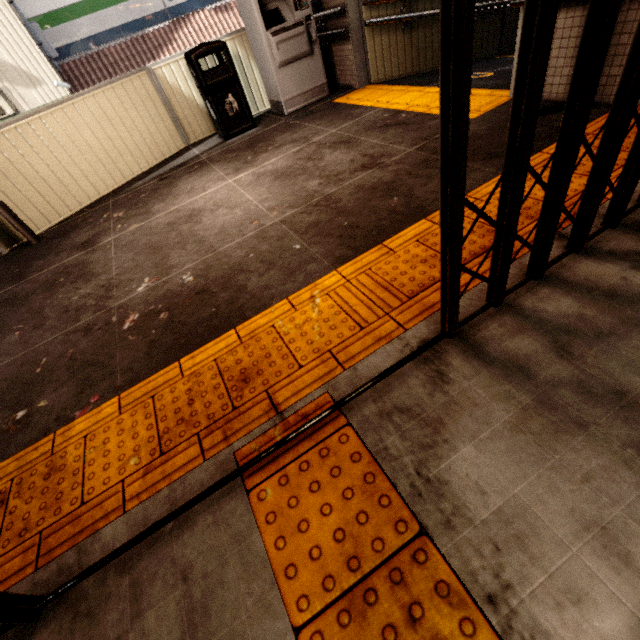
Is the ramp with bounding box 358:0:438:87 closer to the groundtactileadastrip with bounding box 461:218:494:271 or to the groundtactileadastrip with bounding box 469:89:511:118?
the groundtactileadastrip with bounding box 469:89:511:118

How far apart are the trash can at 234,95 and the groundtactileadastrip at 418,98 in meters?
1.4

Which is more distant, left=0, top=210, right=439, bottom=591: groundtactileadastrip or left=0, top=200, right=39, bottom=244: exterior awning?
left=0, top=200, right=39, bottom=244: exterior awning

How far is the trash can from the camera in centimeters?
461cm

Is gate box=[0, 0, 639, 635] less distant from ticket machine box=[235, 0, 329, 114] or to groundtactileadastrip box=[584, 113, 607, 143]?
groundtactileadastrip box=[584, 113, 607, 143]

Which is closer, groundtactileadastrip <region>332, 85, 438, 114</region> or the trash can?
groundtactileadastrip <region>332, 85, 438, 114</region>

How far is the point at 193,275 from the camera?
2.6 meters

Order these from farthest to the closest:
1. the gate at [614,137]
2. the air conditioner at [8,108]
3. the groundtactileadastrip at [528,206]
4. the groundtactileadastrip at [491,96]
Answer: the air conditioner at [8,108] < the groundtactileadastrip at [491,96] < the groundtactileadastrip at [528,206] < the gate at [614,137]
